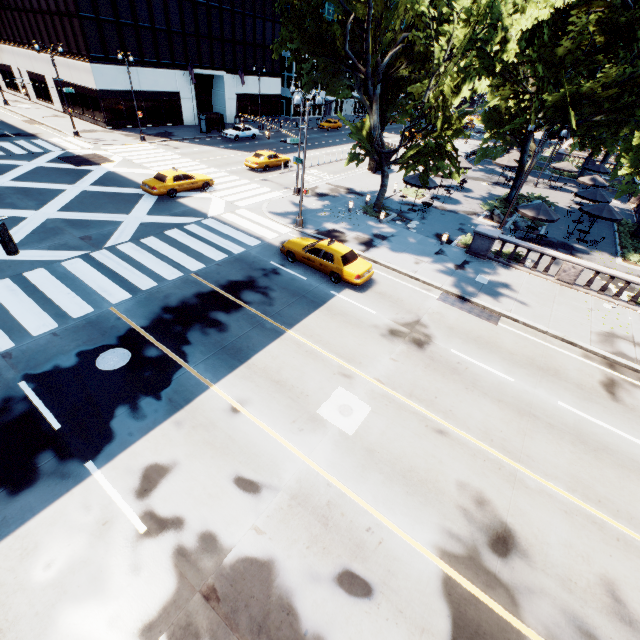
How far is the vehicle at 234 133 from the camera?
40.00m

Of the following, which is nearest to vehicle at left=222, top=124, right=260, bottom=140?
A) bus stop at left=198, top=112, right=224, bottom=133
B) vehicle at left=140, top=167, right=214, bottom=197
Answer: bus stop at left=198, top=112, right=224, bottom=133

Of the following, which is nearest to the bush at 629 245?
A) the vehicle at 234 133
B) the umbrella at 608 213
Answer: the umbrella at 608 213

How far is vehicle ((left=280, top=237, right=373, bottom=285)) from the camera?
16.0m

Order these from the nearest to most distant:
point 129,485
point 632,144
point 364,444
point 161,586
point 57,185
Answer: point 161,586 → point 129,485 → point 364,444 → point 57,185 → point 632,144

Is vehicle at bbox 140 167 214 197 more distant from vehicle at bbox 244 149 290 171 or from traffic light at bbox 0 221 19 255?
traffic light at bbox 0 221 19 255

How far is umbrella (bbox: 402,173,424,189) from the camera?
24.6 meters

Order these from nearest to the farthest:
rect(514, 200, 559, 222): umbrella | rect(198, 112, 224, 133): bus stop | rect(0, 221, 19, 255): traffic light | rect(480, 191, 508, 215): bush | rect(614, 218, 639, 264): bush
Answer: rect(0, 221, 19, 255): traffic light
rect(514, 200, 559, 222): umbrella
rect(614, 218, 639, 264): bush
rect(480, 191, 508, 215): bush
rect(198, 112, 224, 133): bus stop
